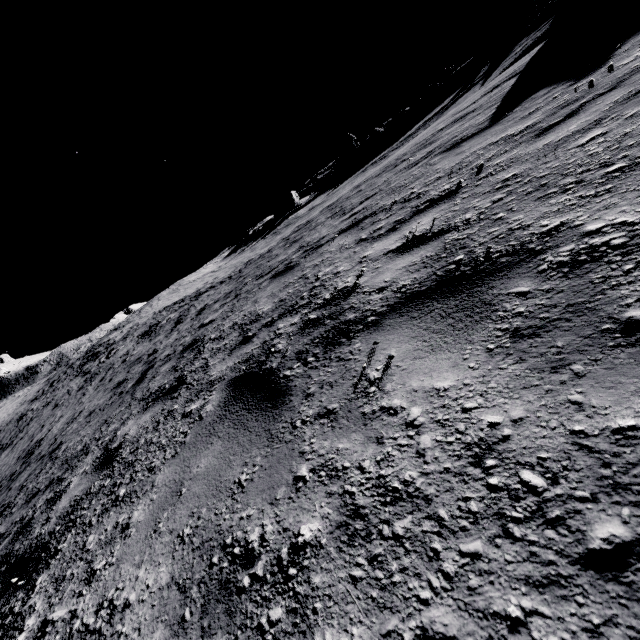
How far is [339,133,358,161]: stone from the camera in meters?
49.2

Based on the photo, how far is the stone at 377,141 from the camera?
39.9 meters

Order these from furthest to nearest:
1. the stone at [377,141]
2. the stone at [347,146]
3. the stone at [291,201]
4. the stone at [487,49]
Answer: the stone at [347,146] → the stone at [291,201] → the stone at [377,141] → the stone at [487,49]

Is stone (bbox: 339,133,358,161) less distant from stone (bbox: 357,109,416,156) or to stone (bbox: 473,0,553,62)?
stone (bbox: 357,109,416,156)

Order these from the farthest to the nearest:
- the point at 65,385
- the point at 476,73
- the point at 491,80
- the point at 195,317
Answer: the point at 476,73 → the point at 65,385 → the point at 491,80 → the point at 195,317

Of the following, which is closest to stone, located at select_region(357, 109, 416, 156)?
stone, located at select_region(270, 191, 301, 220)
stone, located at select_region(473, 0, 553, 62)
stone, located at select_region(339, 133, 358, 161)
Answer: stone, located at select_region(339, 133, 358, 161)

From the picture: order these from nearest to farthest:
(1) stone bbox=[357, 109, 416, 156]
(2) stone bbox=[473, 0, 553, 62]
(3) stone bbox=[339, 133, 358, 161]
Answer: (2) stone bbox=[473, 0, 553, 62] < (1) stone bbox=[357, 109, 416, 156] < (3) stone bbox=[339, 133, 358, 161]

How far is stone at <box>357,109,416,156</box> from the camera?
39.9 meters
